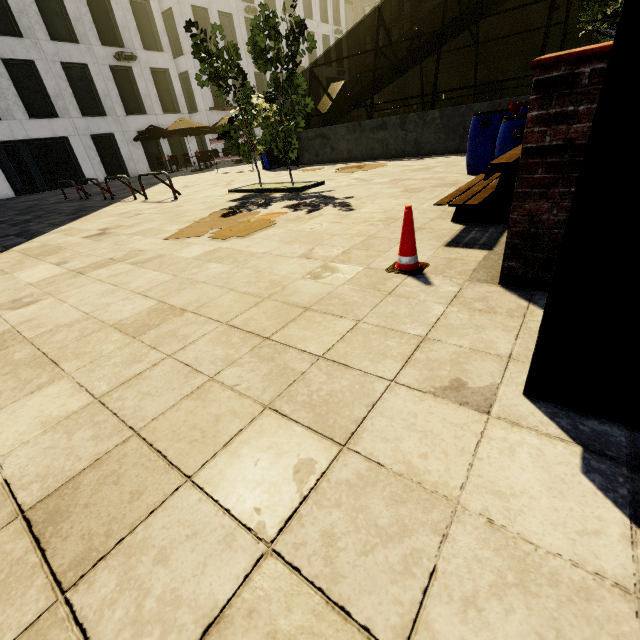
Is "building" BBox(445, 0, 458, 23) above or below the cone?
above

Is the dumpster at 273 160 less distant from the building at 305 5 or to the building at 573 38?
the building at 305 5

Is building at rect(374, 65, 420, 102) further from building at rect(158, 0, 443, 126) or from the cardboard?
the cardboard

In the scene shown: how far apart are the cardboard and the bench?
2.3 meters

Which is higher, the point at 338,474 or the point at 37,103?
the point at 37,103

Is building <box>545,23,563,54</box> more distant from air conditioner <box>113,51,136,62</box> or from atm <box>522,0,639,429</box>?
air conditioner <box>113,51,136,62</box>

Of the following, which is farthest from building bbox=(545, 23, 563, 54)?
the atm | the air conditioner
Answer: the air conditioner

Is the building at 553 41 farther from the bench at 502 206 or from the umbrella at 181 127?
the umbrella at 181 127
